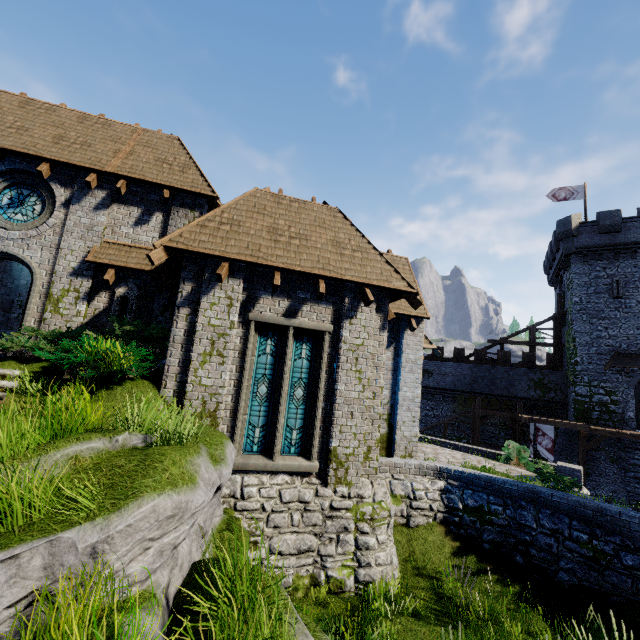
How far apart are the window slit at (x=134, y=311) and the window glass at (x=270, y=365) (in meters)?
4.54

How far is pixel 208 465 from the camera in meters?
4.8

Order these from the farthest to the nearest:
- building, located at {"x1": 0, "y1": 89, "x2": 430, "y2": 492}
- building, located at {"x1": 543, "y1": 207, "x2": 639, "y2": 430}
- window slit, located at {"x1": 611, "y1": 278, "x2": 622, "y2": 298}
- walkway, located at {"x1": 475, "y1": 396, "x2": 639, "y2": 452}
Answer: window slit, located at {"x1": 611, "y1": 278, "x2": 622, "y2": 298}, building, located at {"x1": 543, "y1": 207, "x2": 639, "y2": 430}, walkway, located at {"x1": 475, "y1": 396, "x2": 639, "y2": 452}, building, located at {"x1": 0, "y1": 89, "x2": 430, "y2": 492}

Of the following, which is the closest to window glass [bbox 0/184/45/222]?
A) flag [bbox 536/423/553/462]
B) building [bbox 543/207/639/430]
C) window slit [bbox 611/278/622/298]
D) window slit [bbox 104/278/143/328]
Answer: window slit [bbox 104/278/143/328]

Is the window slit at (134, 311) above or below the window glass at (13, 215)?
below

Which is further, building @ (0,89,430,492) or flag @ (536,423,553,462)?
flag @ (536,423,553,462)

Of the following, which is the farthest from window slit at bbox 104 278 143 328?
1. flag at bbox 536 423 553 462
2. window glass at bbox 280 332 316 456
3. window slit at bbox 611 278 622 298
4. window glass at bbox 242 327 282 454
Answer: window slit at bbox 611 278 622 298

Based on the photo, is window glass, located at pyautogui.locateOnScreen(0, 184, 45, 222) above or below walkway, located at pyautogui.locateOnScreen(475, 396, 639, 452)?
above
